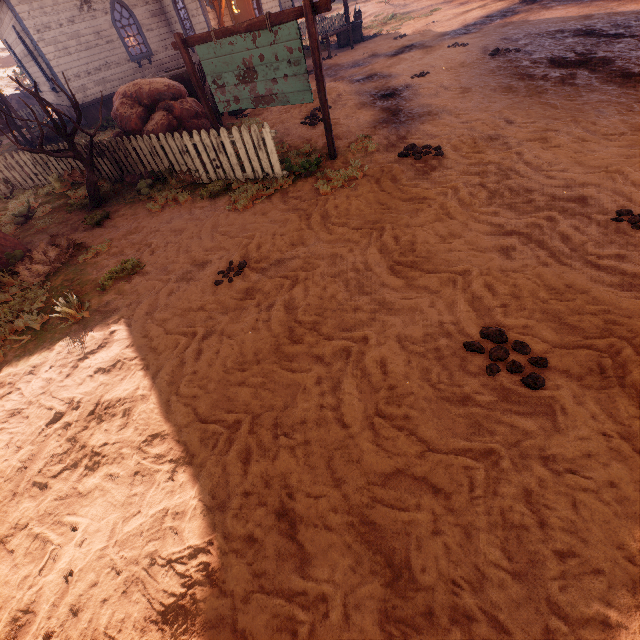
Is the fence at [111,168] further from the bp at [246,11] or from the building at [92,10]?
the bp at [246,11]

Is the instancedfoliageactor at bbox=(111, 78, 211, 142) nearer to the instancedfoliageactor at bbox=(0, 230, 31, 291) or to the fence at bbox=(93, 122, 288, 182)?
the fence at bbox=(93, 122, 288, 182)

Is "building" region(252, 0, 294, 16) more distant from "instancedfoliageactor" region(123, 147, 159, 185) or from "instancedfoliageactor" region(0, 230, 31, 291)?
"instancedfoliageactor" region(123, 147, 159, 185)

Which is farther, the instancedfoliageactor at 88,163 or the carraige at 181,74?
the carraige at 181,74

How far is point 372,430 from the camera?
2.51m

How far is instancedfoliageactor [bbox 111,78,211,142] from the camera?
7.5 meters

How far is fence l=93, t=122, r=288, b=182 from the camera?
5.9 meters

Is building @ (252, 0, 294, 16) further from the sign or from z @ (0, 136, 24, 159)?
the sign
